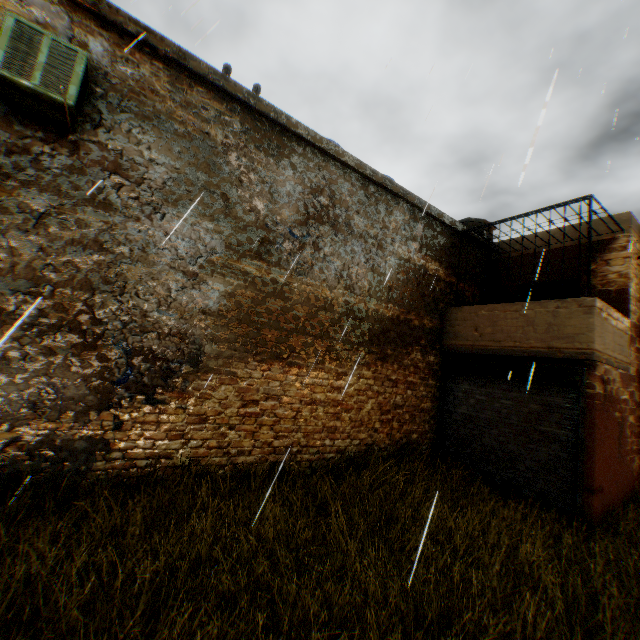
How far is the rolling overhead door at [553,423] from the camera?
6.7m

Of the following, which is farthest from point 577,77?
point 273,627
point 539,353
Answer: point 273,627

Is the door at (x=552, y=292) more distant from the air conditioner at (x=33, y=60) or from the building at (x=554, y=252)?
the air conditioner at (x=33, y=60)

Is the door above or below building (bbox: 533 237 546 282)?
below

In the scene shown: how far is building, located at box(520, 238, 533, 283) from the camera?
10.2 meters

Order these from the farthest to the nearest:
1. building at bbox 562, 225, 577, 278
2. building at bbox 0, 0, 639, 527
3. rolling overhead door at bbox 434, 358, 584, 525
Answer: building at bbox 562, 225, 577, 278 → rolling overhead door at bbox 434, 358, 584, 525 → building at bbox 0, 0, 639, 527

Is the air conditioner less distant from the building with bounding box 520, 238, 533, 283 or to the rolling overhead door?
the building with bounding box 520, 238, 533, 283
